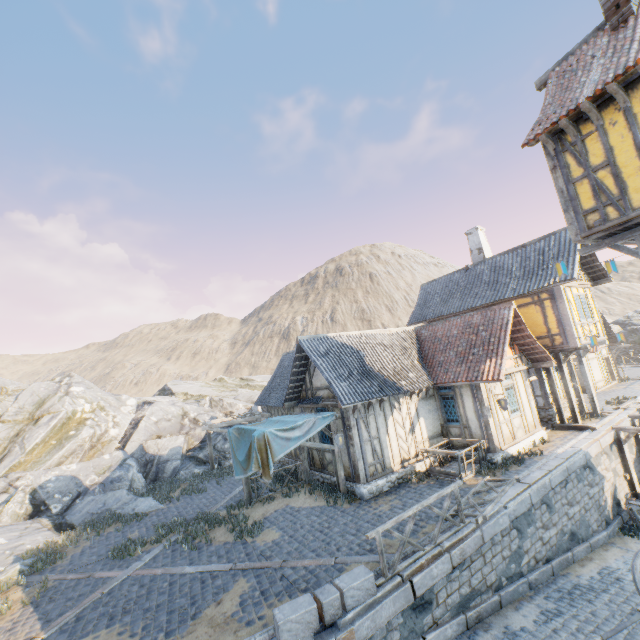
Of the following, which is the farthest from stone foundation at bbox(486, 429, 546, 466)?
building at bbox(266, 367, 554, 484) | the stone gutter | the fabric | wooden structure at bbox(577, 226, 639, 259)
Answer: wooden structure at bbox(577, 226, 639, 259)

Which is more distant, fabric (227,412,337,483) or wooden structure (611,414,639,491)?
wooden structure (611,414,639,491)

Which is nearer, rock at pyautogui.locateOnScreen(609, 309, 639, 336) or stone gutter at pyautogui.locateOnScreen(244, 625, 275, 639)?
stone gutter at pyautogui.locateOnScreen(244, 625, 275, 639)

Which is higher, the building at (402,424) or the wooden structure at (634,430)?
the building at (402,424)

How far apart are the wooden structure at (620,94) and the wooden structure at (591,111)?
0.3 meters

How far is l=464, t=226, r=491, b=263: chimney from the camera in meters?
20.7

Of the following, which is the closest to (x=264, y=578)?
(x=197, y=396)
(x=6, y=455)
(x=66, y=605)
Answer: (x=66, y=605)

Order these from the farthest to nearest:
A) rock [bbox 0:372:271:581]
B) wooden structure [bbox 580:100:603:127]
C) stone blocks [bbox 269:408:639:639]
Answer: rock [bbox 0:372:271:581] → wooden structure [bbox 580:100:603:127] → stone blocks [bbox 269:408:639:639]
